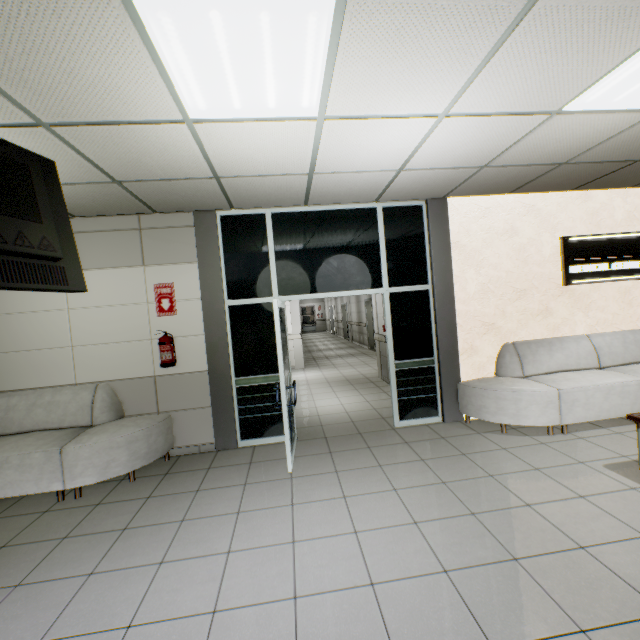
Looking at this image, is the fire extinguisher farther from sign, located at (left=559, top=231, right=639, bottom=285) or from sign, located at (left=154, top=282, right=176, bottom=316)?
sign, located at (left=559, top=231, right=639, bottom=285)

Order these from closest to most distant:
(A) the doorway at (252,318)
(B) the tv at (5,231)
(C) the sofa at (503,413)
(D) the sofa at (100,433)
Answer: (B) the tv at (5,231), (D) the sofa at (100,433), (C) the sofa at (503,413), (A) the doorway at (252,318)

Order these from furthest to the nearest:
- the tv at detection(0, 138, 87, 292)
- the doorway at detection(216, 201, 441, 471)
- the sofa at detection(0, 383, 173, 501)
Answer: the doorway at detection(216, 201, 441, 471) → the sofa at detection(0, 383, 173, 501) → the tv at detection(0, 138, 87, 292)

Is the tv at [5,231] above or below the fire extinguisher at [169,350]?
above

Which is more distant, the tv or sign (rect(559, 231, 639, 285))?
sign (rect(559, 231, 639, 285))

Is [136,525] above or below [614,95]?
below

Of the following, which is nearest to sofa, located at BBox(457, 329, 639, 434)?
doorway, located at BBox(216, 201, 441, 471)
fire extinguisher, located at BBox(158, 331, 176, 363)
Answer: doorway, located at BBox(216, 201, 441, 471)

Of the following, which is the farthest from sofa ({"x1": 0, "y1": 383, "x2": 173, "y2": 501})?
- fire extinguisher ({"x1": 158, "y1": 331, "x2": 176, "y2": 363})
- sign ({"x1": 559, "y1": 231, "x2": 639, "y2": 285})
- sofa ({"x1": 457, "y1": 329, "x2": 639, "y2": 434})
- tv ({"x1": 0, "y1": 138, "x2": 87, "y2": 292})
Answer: sign ({"x1": 559, "y1": 231, "x2": 639, "y2": 285})
